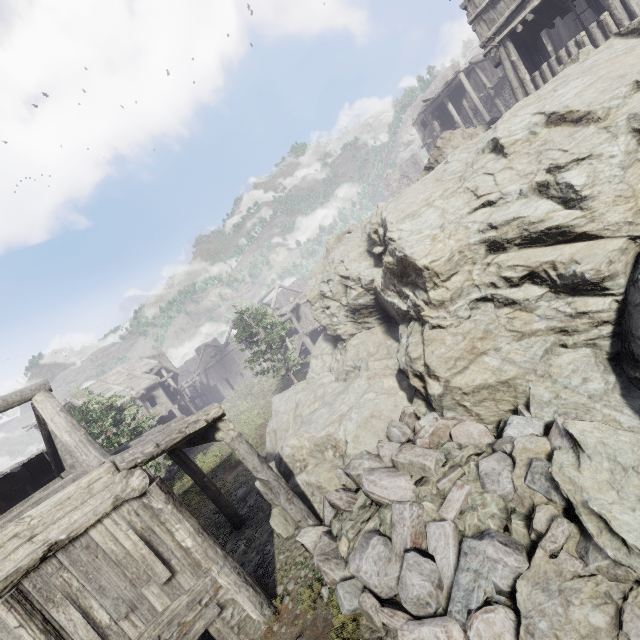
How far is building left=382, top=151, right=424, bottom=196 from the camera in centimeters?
4631cm

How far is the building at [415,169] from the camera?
46.31m

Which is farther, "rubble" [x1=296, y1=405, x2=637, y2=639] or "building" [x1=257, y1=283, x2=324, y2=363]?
"building" [x1=257, y1=283, x2=324, y2=363]

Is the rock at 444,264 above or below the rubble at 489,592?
above

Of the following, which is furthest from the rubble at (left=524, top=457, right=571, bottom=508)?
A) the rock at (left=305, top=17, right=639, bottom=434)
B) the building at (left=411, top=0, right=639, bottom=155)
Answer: the building at (left=411, top=0, right=639, bottom=155)

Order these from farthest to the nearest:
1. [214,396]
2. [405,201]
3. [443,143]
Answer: [214,396] → [443,143] → [405,201]
